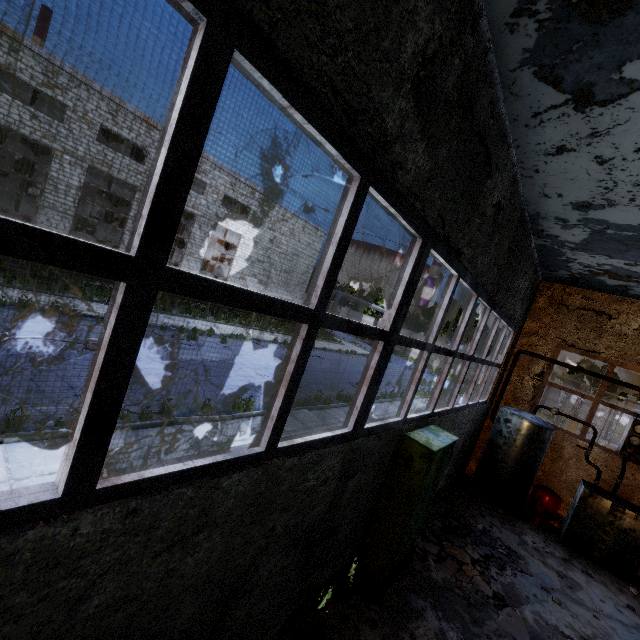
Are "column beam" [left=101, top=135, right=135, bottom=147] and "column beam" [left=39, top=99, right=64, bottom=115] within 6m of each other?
yes

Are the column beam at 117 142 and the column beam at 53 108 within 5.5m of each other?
yes

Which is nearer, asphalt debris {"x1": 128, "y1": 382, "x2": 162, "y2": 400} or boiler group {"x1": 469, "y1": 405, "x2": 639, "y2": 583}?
boiler group {"x1": 469, "y1": 405, "x2": 639, "y2": 583}

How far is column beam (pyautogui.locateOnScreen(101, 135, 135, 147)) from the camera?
26.4m

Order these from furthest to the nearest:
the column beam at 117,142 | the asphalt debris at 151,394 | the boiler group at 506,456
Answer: the column beam at 117,142, the asphalt debris at 151,394, the boiler group at 506,456

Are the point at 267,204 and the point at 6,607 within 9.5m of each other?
no

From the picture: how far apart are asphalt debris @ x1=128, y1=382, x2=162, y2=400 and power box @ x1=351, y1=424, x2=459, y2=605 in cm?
557

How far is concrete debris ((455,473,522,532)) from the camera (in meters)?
8.65
